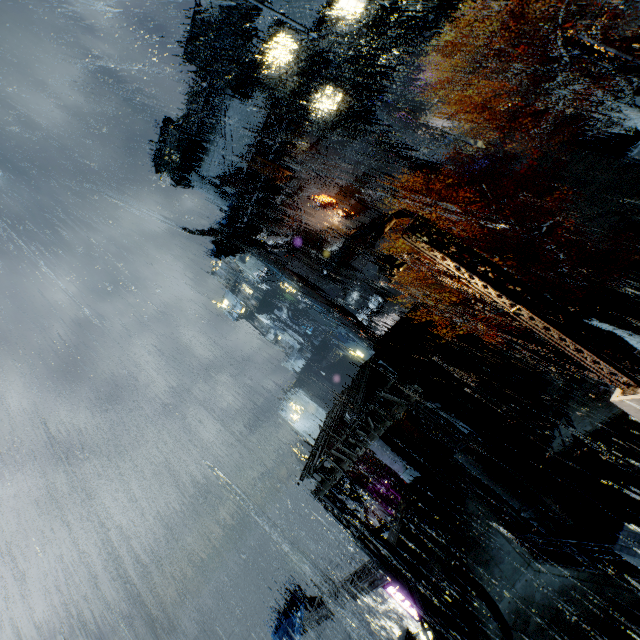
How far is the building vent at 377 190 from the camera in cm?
3728

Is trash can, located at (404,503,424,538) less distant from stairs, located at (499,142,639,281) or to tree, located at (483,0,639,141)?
stairs, located at (499,142,639,281)

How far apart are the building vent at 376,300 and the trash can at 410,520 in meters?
25.6 m

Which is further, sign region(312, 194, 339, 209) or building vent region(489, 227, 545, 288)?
sign region(312, 194, 339, 209)

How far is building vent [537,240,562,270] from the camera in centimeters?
2617cm

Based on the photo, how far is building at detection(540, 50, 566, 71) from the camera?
27.9 meters

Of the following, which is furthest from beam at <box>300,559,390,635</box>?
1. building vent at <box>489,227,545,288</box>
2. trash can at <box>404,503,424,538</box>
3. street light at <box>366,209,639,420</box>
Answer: building vent at <box>489,227,545,288</box>

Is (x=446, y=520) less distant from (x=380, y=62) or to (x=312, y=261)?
(x=312, y=261)
